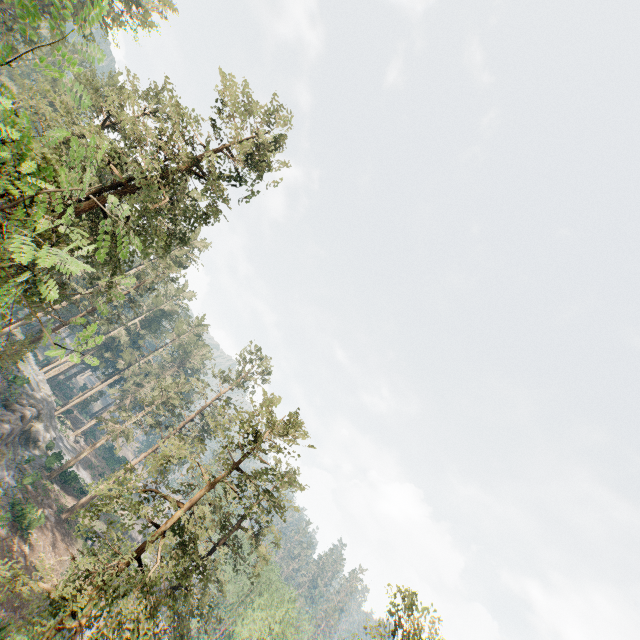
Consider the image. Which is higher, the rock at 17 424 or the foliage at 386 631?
the foliage at 386 631

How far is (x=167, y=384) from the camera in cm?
5106

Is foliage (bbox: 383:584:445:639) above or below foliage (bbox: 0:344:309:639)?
above

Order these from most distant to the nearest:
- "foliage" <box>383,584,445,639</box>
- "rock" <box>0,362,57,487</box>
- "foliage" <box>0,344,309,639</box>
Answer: →
"rock" <box>0,362,57,487</box>
"foliage" <box>383,584,445,639</box>
"foliage" <box>0,344,309,639</box>

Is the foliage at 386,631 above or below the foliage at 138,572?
above

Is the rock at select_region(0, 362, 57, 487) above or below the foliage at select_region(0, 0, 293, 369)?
below

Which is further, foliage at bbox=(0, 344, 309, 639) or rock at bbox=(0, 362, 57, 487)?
rock at bbox=(0, 362, 57, 487)
